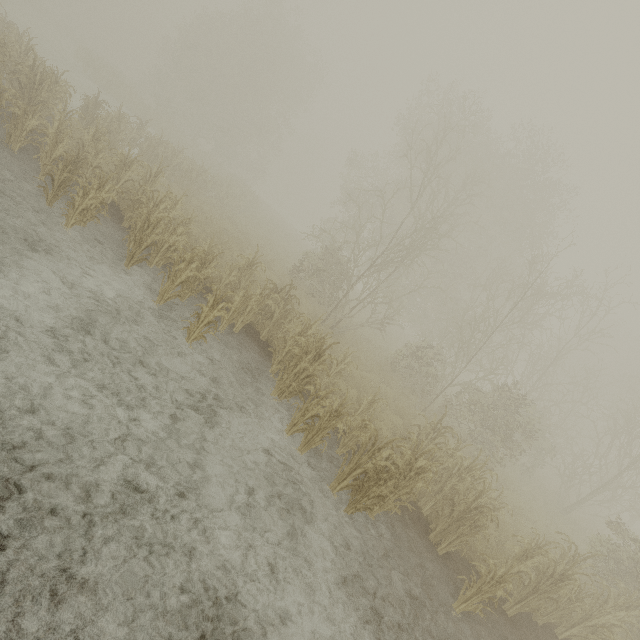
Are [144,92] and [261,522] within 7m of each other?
no
